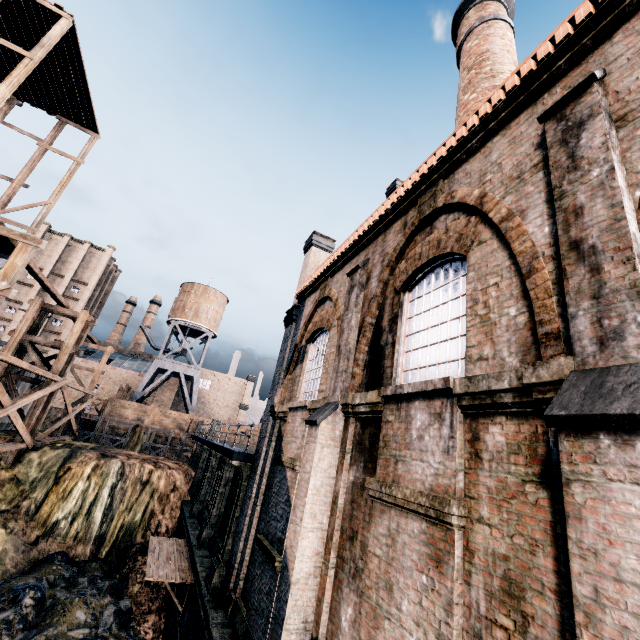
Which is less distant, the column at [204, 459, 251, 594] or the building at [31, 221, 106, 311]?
the column at [204, 459, 251, 594]

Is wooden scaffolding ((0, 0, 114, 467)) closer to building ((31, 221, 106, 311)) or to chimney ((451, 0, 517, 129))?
chimney ((451, 0, 517, 129))

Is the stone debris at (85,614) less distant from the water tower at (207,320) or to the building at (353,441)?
the building at (353,441)

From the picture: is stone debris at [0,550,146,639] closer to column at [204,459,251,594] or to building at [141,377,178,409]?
column at [204,459,251,594]

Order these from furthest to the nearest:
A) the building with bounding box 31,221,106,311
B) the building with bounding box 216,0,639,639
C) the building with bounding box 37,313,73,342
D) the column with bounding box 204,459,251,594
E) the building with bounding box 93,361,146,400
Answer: the building with bounding box 31,221,106,311
the building with bounding box 93,361,146,400
the building with bounding box 37,313,73,342
the column with bounding box 204,459,251,594
the building with bounding box 216,0,639,639

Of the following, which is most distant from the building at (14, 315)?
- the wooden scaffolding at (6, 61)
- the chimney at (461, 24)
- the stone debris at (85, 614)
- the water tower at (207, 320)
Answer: the chimney at (461, 24)

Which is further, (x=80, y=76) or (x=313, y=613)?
(x=80, y=76)

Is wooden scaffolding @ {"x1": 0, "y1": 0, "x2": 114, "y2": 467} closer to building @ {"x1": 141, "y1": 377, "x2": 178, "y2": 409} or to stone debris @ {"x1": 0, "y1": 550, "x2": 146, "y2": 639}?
stone debris @ {"x1": 0, "y1": 550, "x2": 146, "y2": 639}
